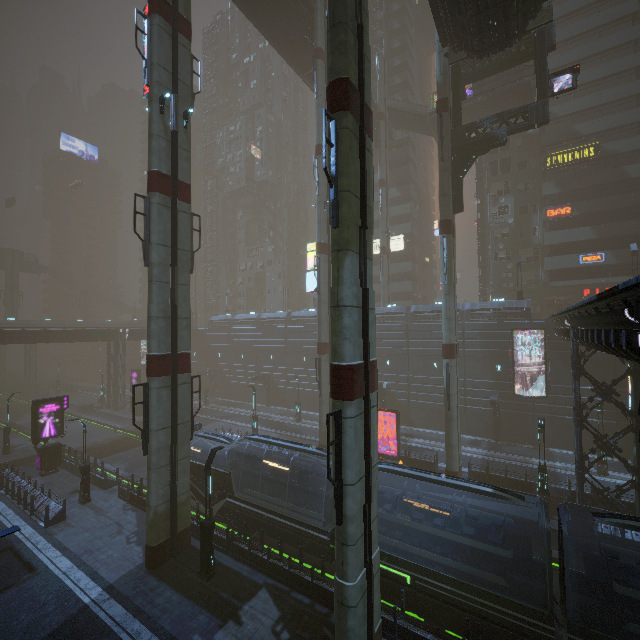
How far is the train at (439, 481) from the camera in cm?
1199

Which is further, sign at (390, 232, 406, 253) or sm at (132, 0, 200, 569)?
sign at (390, 232, 406, 253)

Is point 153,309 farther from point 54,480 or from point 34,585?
point 54,480

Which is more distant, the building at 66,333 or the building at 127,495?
the building at 66,333

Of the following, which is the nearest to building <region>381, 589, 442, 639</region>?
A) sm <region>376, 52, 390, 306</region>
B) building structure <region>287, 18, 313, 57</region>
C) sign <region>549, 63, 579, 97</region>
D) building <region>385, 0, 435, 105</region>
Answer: building <region>385, 0, 435, 105</region>

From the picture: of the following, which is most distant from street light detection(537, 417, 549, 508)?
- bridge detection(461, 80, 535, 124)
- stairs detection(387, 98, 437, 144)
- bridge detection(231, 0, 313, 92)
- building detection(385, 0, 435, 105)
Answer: bridge detection(231, 0, 313, 92)

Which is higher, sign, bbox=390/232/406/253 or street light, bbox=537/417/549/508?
sign, bbox=390/232/406/253

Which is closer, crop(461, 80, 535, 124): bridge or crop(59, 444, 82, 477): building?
crop(59, 444, 82, 477): building
